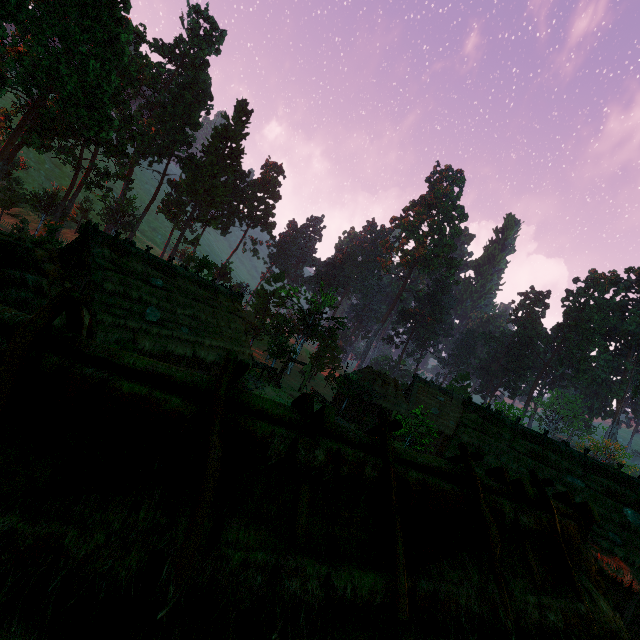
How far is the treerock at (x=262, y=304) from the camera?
37.9m

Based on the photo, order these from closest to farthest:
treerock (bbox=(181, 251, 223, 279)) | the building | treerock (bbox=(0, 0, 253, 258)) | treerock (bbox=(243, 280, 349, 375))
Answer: the building → treerock (bbox=(0, 0, 253, 258)) → treerock (bbox=(181, 251, 223, 279)) → treerock (bbox=(243, 280, 349, 375))

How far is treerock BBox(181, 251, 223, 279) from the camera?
34.6 meters

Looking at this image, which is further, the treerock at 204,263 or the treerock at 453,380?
the treerock at 453,380

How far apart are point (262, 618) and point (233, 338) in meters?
22.8

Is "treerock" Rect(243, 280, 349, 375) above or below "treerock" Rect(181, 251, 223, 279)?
below
